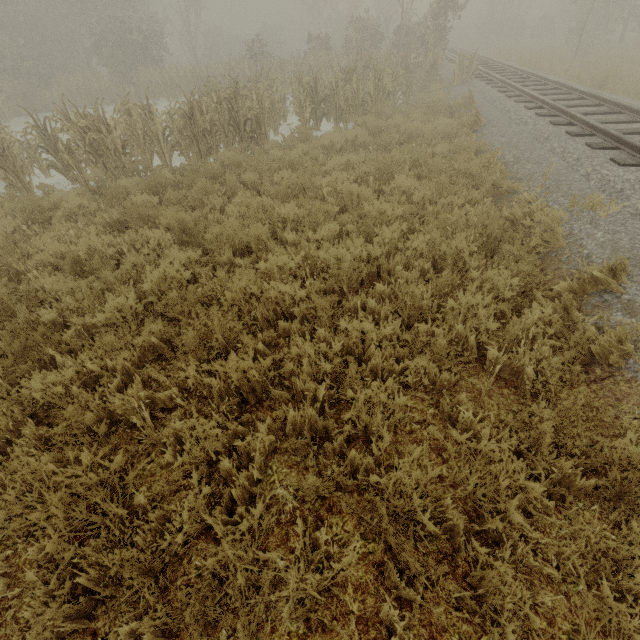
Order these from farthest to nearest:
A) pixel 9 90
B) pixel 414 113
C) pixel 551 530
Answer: pixel 9 90
pixel 414 113
pixel 551 530
